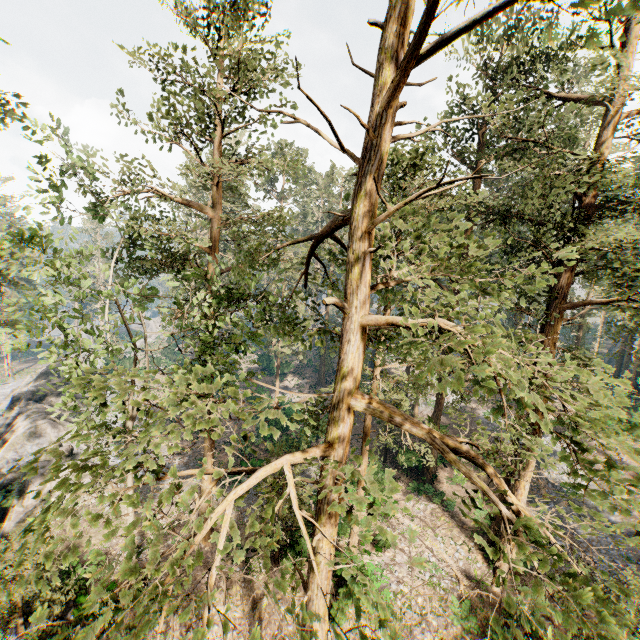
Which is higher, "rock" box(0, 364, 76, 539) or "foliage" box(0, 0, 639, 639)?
"foliage" box(0, 0, 639, 639)

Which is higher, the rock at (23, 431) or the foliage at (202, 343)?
the foliage at (202, 343)

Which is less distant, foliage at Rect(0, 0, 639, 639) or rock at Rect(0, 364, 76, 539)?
foliage at Rect(0, 0, 639, 639)

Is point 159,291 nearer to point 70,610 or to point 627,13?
point 70,610

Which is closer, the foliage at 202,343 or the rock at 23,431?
the foliage at 202,343
